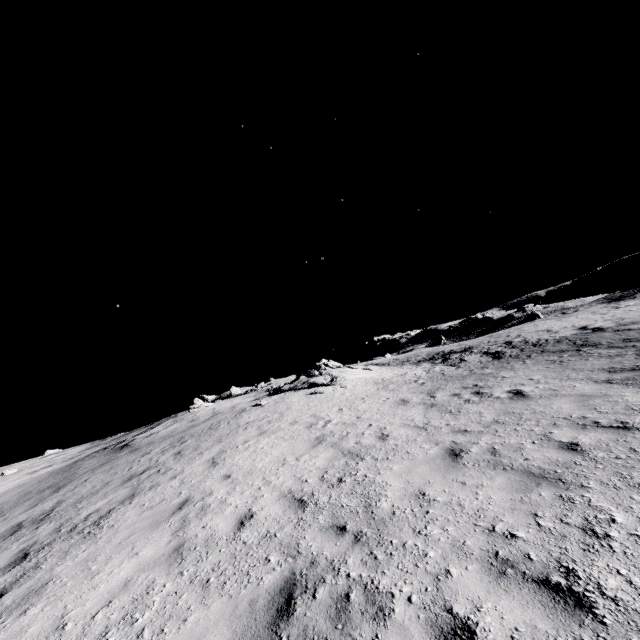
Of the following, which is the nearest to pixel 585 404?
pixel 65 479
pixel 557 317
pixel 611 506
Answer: pixel 611 506
